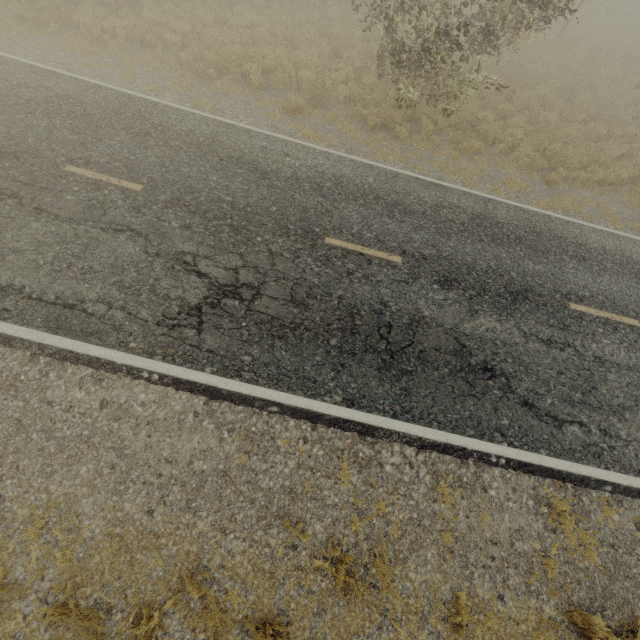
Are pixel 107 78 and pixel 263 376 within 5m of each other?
no
